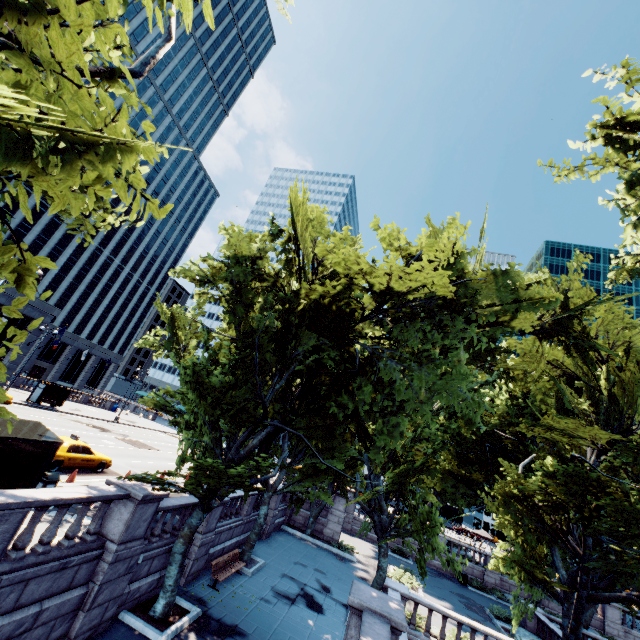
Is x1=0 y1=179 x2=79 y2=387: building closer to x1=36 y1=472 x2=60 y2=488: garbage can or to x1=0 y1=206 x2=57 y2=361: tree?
x1=0 y1=206 x2=57 y2=361: tree

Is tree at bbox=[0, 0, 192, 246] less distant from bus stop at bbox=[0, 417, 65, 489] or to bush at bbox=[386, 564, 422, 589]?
bus stop at bbox=[0, 417, 65, 489]

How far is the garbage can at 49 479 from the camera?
12.1 meters

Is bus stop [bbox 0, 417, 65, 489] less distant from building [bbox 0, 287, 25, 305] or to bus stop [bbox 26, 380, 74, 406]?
building [bbox 0, 287, 25, 305]

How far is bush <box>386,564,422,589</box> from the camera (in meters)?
23.48

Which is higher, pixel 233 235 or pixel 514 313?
pixel 233 235

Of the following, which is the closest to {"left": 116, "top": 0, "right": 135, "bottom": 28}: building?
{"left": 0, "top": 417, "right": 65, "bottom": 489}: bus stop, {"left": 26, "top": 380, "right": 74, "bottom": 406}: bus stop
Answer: {"left": 26, "top": 380, "right": 74, "bottom": 406}: bus stop

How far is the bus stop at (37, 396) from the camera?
32.75m
